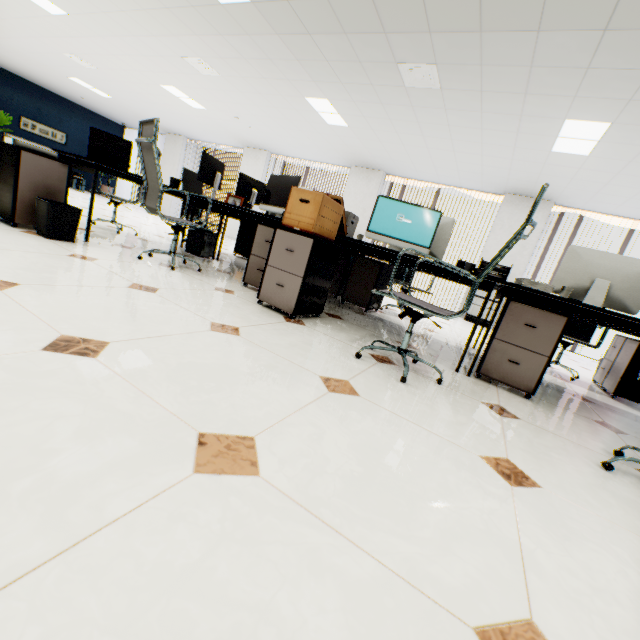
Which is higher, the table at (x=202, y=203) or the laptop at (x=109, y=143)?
the laptop at (x=109, y=143)

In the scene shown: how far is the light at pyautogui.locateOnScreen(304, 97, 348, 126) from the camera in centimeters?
563cm

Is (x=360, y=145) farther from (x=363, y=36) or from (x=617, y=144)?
(x=617, y=144)

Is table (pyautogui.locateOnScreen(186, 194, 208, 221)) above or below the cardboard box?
below

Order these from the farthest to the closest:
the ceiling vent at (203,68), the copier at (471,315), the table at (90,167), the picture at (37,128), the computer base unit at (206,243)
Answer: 1. the picture at (37,128)
2. the copier at (471,315)
3. the ceiling vent at (203,68)
4. the computer base unit at (206,243)
5. the table at (90,167)

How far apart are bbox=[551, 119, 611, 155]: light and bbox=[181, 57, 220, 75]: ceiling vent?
5.6 meters

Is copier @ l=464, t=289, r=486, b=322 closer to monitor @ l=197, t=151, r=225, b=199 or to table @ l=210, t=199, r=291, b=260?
table @ l=210, t=199, r=291, b=260

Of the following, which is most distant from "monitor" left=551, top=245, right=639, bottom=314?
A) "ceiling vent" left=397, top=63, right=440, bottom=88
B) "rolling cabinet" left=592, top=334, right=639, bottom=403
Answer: "ceiling vent" left=397, top=63, right=440, bottom=88
